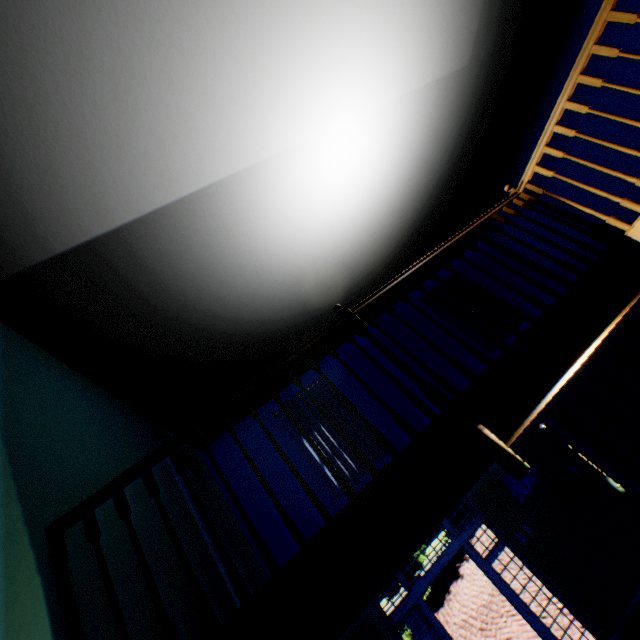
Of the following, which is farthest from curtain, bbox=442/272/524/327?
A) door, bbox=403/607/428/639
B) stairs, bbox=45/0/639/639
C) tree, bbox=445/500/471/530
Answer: tree, bbox=445/500/471/530

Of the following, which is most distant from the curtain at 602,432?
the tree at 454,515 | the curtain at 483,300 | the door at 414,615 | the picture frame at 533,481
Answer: the tree at 454,515

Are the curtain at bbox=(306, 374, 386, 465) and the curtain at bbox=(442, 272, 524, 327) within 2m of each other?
no

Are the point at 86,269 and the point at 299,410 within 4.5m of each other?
no

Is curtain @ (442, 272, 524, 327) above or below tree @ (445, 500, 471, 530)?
above

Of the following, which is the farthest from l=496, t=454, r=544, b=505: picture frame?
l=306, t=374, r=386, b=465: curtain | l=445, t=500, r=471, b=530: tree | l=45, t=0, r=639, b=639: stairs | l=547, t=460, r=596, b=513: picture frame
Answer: l=445, t=500, r=471, b=530: tree

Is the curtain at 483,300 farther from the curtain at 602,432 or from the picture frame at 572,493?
the picture frame at 572,493

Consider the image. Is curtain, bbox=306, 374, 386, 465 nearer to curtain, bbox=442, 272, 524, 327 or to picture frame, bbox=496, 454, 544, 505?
picture frame, bbox=496, 454, 544, 505
